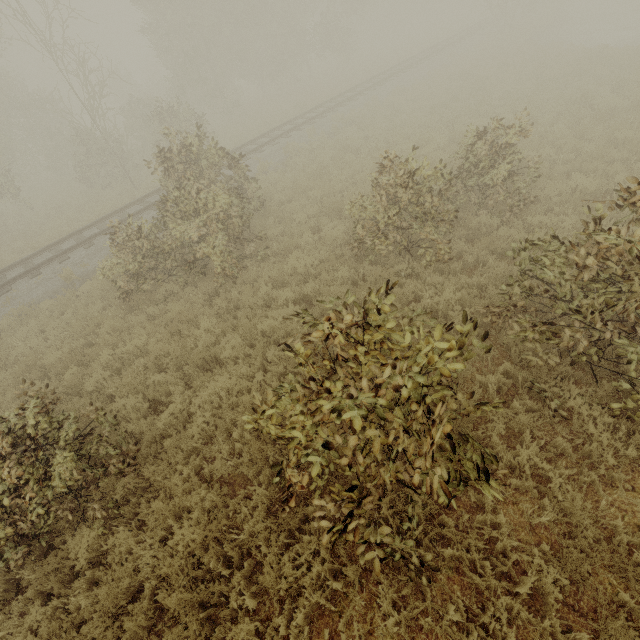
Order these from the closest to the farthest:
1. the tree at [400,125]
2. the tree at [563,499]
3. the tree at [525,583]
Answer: the tree at [525,583], the tree at [563,499], the tree at [400,125]

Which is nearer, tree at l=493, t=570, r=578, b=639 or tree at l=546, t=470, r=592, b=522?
tree at l=493, t=570, r=578, b=639

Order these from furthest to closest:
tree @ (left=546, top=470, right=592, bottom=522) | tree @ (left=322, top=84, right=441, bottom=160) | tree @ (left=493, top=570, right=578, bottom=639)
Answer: tree @ (left=322, top=84, right=441, bottom=160), tree @ (left=546, top=470, right=592, bottom=522), tree @ (left=493, top=570, right=578, bottom=639)

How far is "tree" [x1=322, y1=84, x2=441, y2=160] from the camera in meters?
14.8 m

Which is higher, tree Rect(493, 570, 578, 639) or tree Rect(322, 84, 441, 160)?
tree Rect(322, 84, 441, 160)

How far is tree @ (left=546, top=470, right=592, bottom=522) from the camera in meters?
3.9

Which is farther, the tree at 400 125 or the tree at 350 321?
the tree at 400 125

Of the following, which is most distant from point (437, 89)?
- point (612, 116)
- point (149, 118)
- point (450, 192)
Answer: point (149, 118)
